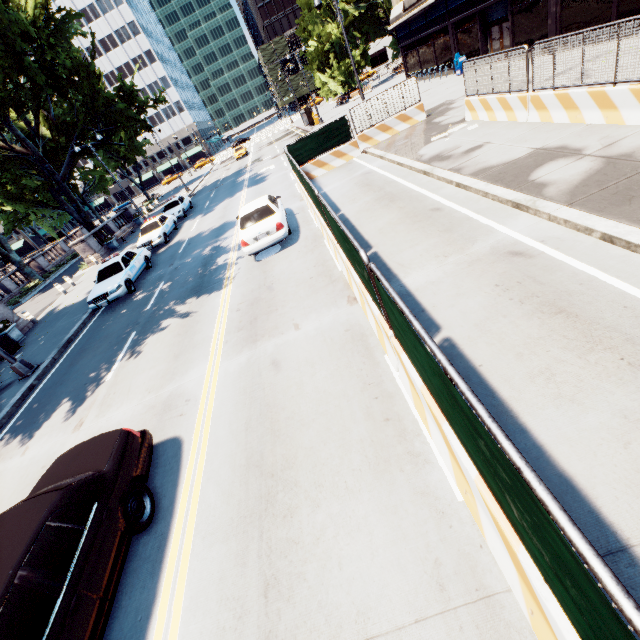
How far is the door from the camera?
19.9 meters

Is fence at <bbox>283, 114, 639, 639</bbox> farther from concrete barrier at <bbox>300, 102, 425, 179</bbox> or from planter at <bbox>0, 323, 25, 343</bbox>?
planter at <bbox>0, 323, 25, 343</bbox>

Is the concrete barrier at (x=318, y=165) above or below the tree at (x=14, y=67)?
below

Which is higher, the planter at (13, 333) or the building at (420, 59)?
the building at (420, 59)

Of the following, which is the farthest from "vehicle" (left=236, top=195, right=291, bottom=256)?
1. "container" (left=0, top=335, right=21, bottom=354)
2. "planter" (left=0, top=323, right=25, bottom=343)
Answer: "planter" (left=0, top=323, right=25, bottom=343)

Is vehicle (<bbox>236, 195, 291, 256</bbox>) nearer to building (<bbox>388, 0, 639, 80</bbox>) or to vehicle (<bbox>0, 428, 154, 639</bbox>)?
vehicle (<bbox>0, 428, 154, 639</bbox>)

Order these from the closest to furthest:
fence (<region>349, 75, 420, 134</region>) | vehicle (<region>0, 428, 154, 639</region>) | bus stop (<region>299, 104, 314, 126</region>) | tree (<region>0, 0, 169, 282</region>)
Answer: vehicle (<region>0, 428, 154, 639</region>), fence (<region>349, 75, 420, 134</region>), tree (<region>0, 0, 169, 282</region>), bus stop (<region>299, 104, 314, 126</region>)

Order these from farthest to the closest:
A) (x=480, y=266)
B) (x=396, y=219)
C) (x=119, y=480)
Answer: (x=396, y=219) → (x=480, y=266) → (x=119, y=480)
